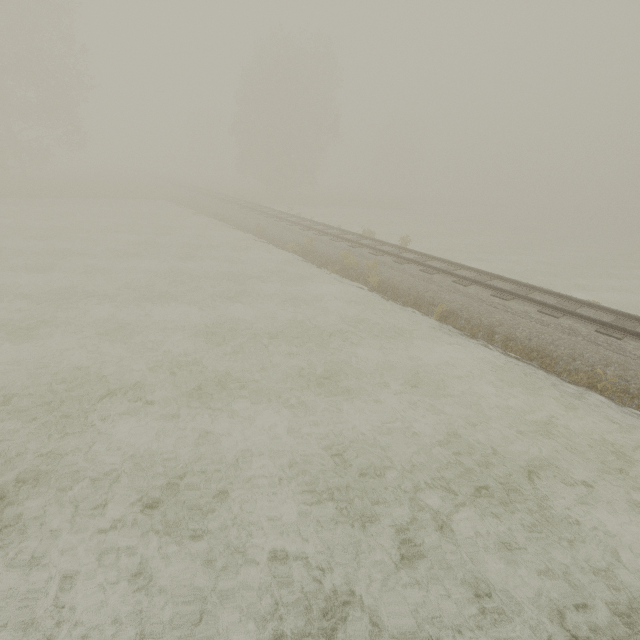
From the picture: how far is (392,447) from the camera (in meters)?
5.90
